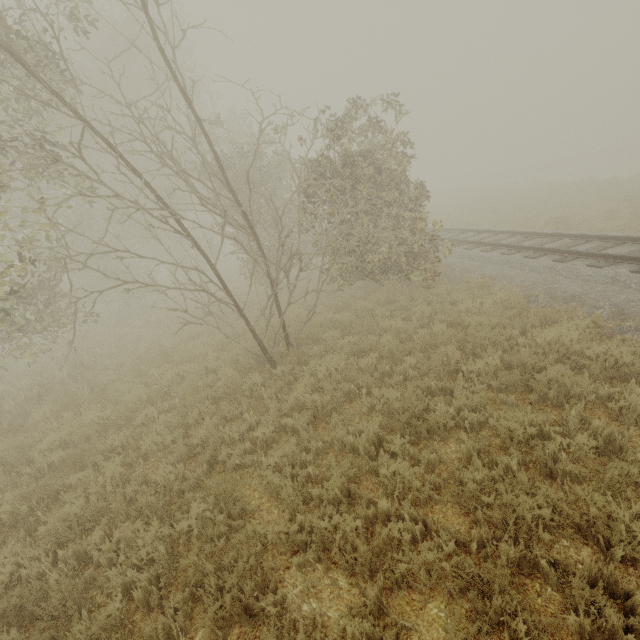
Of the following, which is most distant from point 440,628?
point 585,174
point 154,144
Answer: point 585,174
